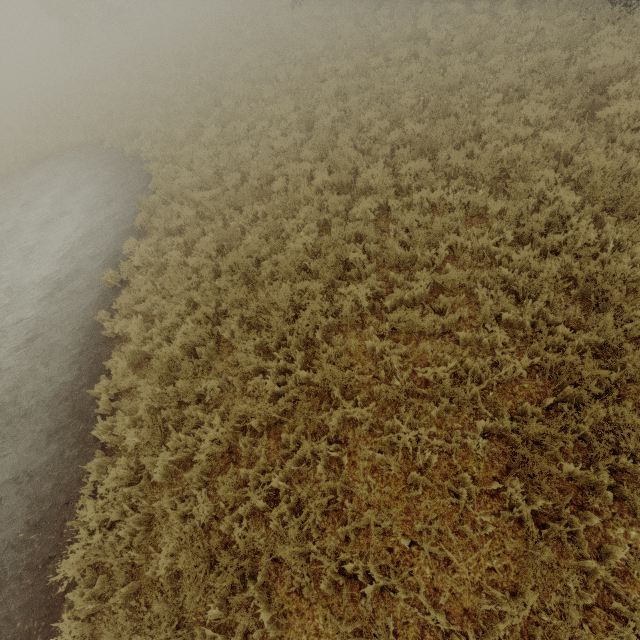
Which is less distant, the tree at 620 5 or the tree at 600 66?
the tree at 600 66

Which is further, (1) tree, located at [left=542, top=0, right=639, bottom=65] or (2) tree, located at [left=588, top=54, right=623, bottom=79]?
(1) tree, located at [left=542, top=0, right=639, bottom=65]

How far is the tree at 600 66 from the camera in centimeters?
739cm

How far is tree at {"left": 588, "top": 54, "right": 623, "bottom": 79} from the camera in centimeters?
739cm

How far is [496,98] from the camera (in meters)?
8.40
